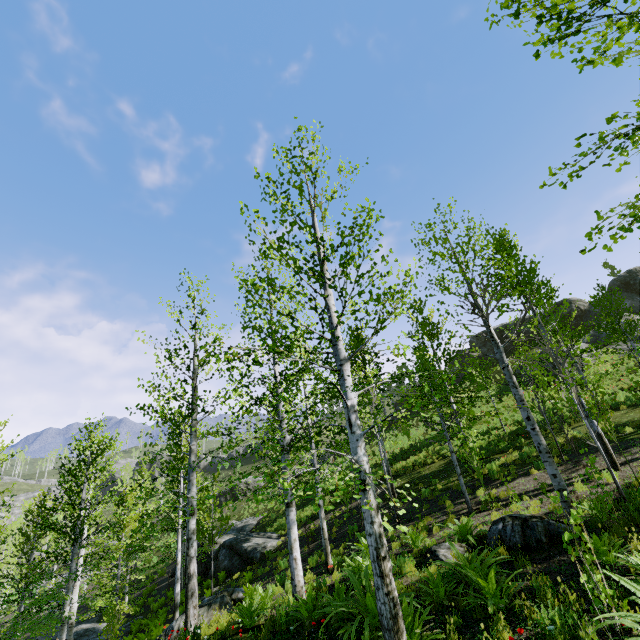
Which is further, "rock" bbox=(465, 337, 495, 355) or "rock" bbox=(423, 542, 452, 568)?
"rock" bbox=(465, 337, 495, 355)

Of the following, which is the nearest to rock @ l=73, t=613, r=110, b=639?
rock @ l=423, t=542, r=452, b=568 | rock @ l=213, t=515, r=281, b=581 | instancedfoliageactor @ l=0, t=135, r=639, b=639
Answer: rock @ l=213, t=515, r=281, b=581

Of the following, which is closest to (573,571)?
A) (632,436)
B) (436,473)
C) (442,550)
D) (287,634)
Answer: (442,550)

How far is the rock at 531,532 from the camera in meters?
7.3 m

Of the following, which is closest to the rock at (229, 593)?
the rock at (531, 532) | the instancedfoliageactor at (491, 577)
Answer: the rock at (531, 532)

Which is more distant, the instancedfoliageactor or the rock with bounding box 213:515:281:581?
the rock with bounding box 213:515:281:581

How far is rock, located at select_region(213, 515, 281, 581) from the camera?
18.84m

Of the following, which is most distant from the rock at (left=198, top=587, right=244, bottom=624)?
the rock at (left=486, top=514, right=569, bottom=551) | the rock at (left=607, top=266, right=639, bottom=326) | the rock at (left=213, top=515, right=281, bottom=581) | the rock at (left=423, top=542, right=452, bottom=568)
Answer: the rock at (left=607, top=266, right=639, bottom=326)
